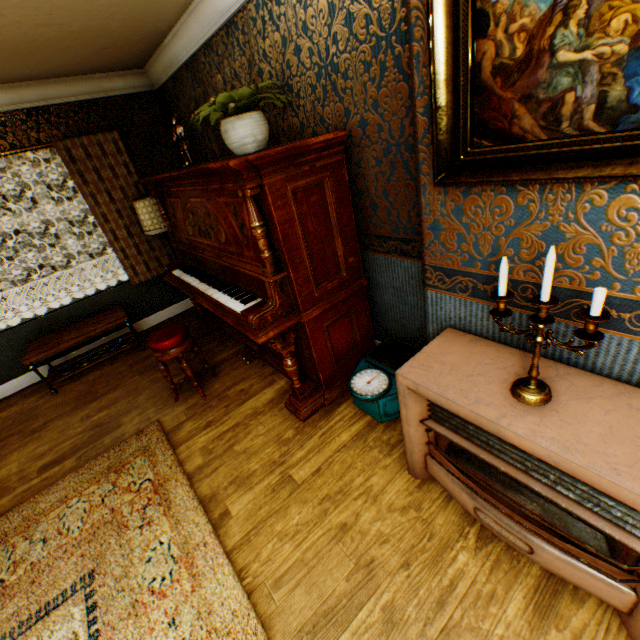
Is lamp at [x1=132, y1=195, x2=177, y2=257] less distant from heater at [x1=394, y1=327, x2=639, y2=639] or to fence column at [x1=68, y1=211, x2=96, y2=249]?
heater at [x1=394, y1=327, x2=639, y2=639]

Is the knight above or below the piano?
above

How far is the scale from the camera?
2.5m

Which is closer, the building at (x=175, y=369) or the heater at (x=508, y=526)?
the heater at (x=508, y=526)

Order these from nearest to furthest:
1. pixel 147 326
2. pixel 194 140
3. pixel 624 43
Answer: pixel 624 43 < pixel 194 140 < pixel 147 326

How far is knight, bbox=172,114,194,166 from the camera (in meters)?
3.22

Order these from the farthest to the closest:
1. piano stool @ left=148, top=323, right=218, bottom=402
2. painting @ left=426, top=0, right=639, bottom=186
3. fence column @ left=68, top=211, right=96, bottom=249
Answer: fence column @ left=68, top=211, right=96, bottom=249
piano stool @ left=148, top=323, right=218, bottom=402
painting @ left=426, top=0, right=639, bottom=186

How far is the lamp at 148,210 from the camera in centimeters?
402cm
